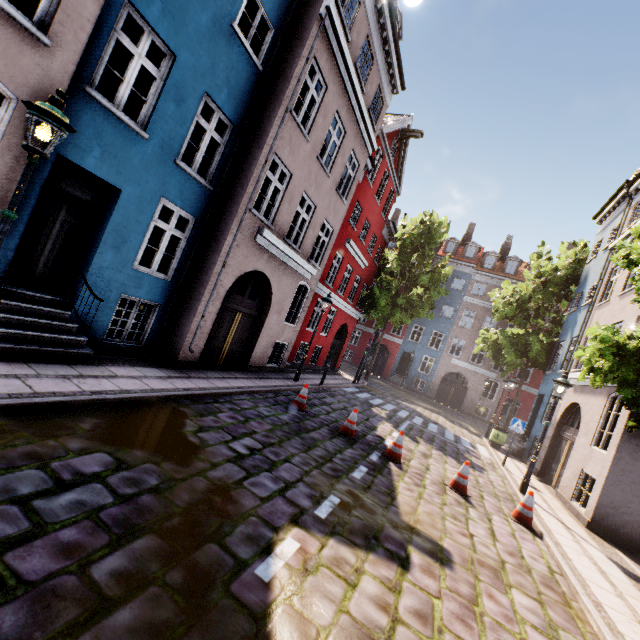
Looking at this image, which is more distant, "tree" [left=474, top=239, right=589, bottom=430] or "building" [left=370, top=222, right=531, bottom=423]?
"building" [left=370, top=222, right=531, bottom=423]

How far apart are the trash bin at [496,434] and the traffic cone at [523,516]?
9.6 meters

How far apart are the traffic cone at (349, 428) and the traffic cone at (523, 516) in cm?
392

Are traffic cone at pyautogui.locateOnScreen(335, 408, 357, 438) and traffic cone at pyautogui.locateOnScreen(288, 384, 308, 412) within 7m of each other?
yes

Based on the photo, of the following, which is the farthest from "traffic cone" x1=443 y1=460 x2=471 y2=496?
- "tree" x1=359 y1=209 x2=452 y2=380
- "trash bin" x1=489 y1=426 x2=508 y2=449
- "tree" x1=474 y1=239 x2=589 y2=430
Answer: "tree" x1=359 y1=209 x2=452 y2=380

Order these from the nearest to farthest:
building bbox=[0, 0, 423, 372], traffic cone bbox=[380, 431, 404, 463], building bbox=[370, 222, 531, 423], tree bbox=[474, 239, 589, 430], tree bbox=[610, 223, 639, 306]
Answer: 1. building bbox=[0, 0, 423, 372]
2. tree bbox=[610, 223, 639, 306]
3. traffic cone bbox=[380, 431, 404, 463]
4. tree bbox=[474, 239, 589, 430]
5. building bbox=[370, 222, 531, 423]

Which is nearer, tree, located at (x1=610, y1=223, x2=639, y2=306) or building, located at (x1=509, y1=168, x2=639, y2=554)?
tree, located at (x1=610, y1=223, x2=639, y2=306)

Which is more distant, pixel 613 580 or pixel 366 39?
pixel 366 39
